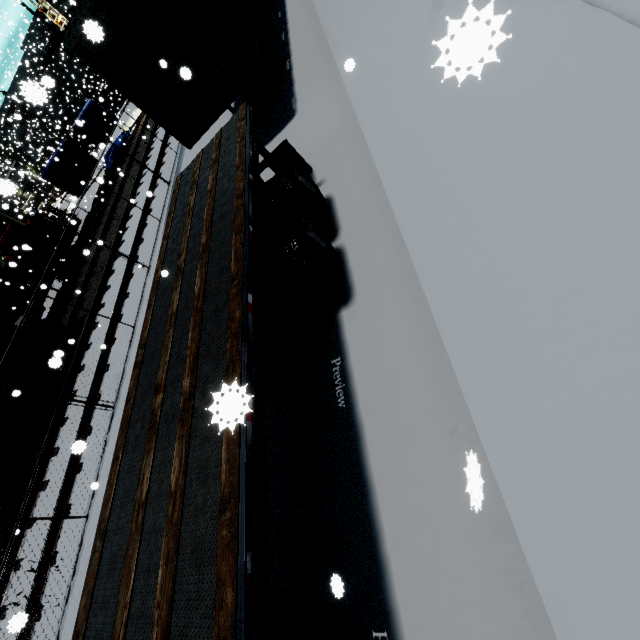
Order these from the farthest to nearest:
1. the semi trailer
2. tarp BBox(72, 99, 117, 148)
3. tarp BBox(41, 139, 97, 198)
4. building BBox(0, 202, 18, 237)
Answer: tarp BBox(72, 99, 117, 148), tarp BBox(41, 139, 97, 198), building BBox(0, 202, 18, 237), the semi trailer

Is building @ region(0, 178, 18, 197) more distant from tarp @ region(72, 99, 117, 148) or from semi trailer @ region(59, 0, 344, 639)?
tarp @ region(72, 99, 117, 148)

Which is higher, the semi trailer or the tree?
the tree

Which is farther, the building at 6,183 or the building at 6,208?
the building at 6,208

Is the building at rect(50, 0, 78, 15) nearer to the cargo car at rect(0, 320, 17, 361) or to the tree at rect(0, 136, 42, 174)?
the tree at rect(0, 136, 42, 174)

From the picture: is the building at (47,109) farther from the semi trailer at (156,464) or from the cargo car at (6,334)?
the cargo car at (6,334)

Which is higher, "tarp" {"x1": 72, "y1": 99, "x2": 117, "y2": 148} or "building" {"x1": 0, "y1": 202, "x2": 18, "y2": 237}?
"building" {"x1": 0, "y1": 202, "x2": 18, "y2": 237}

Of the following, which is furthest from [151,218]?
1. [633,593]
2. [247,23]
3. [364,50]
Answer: [633,593]
